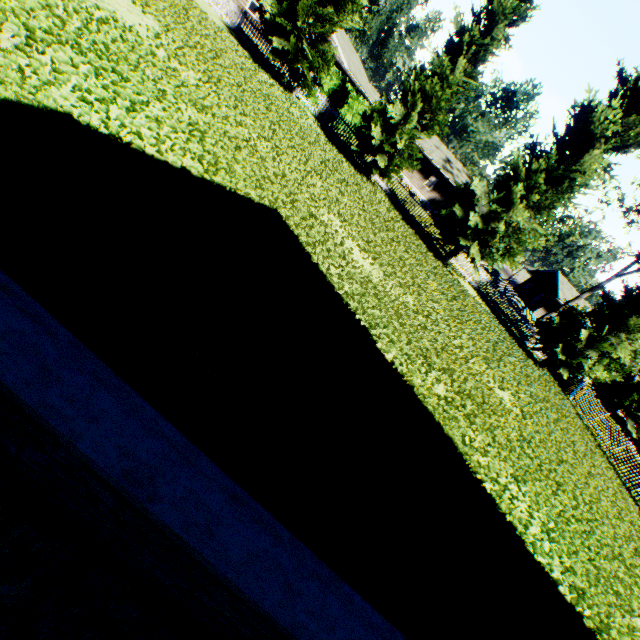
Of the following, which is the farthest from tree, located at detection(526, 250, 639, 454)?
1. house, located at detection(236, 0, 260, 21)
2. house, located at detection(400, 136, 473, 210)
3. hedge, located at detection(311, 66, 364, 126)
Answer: house, located at detection(400, 136, 473, 210)

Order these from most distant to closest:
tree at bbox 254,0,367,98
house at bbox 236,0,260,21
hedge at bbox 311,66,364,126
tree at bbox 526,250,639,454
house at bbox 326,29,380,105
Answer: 1. house at bbox 236,0,260,21
2. house at bbox 326,29,380,105
3. hedge at bbox 311,66,364,126
4. tree at bbox 526,250,639,454
5. tree at bbox 254,0,367,98

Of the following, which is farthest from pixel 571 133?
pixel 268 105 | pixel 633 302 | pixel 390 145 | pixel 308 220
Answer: pixel 308 220

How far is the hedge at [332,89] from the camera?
19.8m

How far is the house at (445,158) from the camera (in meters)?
38.72

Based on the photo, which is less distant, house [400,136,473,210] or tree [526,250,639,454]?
tree [526,250,639,454]

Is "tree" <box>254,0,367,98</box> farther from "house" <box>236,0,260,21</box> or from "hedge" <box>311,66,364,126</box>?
"house" <box>236,0,260,21</box>

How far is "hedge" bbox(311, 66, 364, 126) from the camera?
19.8m
